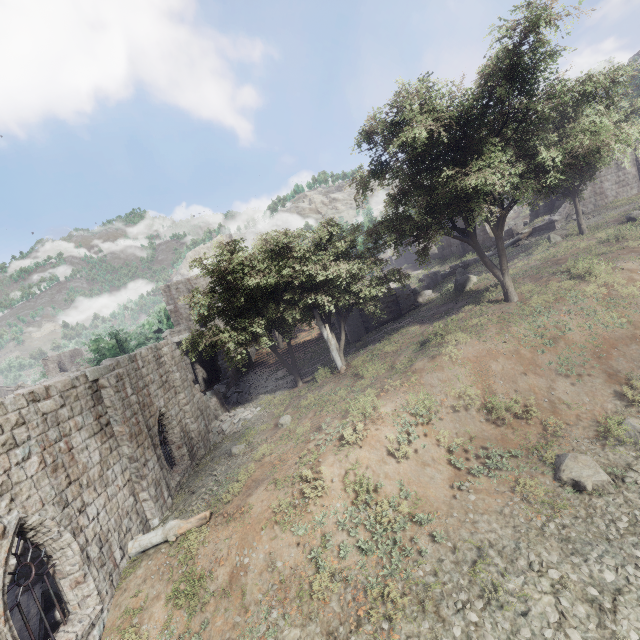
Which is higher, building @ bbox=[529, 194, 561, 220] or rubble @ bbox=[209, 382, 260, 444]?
building @ bbox=[529, 194, 561, 220]

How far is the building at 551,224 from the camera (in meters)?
28.05

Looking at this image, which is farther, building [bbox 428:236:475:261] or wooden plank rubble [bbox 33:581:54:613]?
building [bbox 428:236:475:261]

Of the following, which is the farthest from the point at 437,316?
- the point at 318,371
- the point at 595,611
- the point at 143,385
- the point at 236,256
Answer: the point at 143,385

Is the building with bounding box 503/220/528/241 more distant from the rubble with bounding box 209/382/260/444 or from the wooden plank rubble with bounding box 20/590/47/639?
the wooden plank rubble with bounding box 20/590/47/639

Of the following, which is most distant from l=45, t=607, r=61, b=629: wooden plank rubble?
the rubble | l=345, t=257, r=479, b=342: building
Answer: the rubble

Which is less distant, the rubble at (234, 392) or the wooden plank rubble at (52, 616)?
the wooden plank rubble at (52, 616)

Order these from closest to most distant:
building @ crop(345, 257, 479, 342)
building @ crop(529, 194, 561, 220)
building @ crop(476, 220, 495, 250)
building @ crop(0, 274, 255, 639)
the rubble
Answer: building @ crop(0, 274, 255, 639) < the rubble < building @ crop(345, 257, 479, 342) < building @ crop(476, 220, 495, 250) < building @ crop(529, 194, 561, 220)
